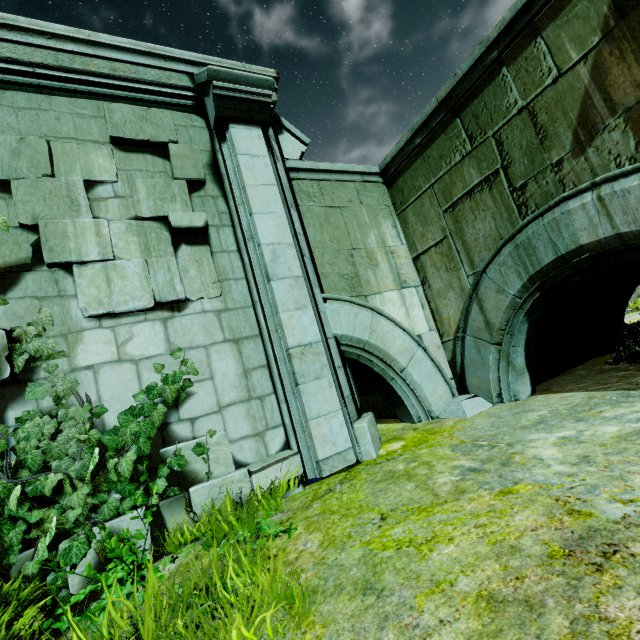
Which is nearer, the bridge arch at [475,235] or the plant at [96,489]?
the plant at [96,489]

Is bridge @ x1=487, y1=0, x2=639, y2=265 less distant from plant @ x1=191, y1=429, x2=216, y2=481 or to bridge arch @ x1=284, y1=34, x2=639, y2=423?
bridge arch @ x1=284, y1=34, x2=639, y2=423

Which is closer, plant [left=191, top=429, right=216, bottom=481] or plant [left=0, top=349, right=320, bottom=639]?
plant [left=0, top=349, right=320, bottom=639]

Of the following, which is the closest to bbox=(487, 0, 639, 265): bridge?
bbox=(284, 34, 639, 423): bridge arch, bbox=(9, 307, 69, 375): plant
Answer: bbox=(284, 34, 639, 423): bridge arch

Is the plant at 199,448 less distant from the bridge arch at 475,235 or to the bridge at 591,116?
the bridge arch at 475,235

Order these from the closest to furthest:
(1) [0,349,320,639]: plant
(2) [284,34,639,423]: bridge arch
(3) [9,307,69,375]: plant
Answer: (1) [0,349,320,639]: plant → (3) [9,307,69,375]: plant → (2) [284,34,639,423]: bridge arch

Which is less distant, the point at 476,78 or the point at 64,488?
the point at 64,488
